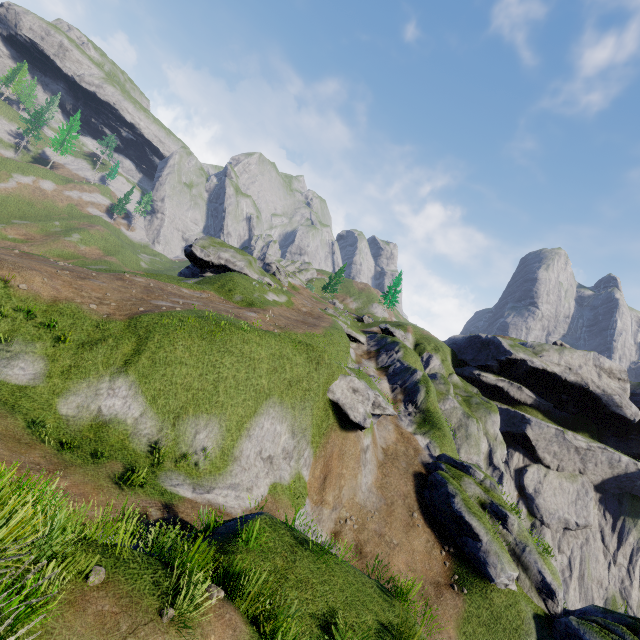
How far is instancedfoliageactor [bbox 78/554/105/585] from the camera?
4.66m

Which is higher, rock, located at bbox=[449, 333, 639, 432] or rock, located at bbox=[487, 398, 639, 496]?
rock, located at bbox=[449, 333, 639, 432]

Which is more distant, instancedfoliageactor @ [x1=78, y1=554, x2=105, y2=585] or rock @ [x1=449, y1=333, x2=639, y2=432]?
rock @ [x1=449, y1=333, x2=639, y2=432]

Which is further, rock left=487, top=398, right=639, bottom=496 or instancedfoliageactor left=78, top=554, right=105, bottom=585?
rock left=487, top=398, right=639, bottom=496

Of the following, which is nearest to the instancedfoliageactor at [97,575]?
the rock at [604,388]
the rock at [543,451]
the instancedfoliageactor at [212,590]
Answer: the instancedfoliageactor at [212,590]

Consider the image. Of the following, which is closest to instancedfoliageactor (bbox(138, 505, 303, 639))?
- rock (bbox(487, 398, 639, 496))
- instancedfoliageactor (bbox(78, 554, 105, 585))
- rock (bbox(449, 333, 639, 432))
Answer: instancedfoliageactor (bbox(78, 554, 105, 585))

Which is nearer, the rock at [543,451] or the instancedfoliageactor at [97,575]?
the instancedfoliageactor at [97,575]

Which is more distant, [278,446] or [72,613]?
[278,446]
